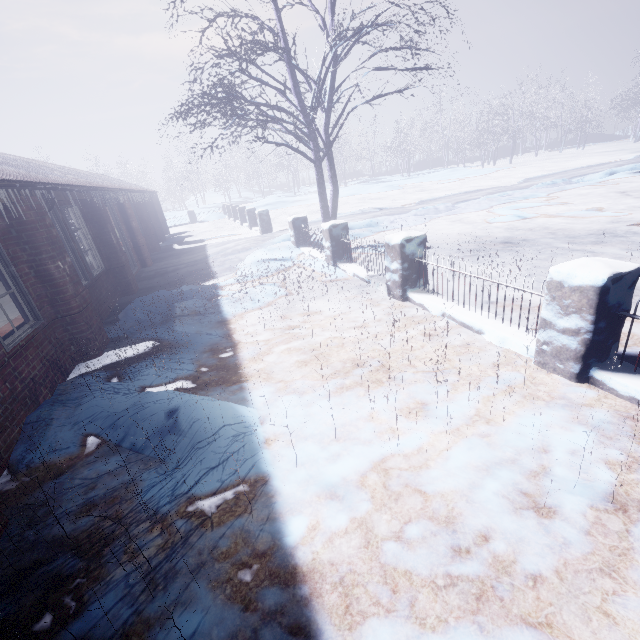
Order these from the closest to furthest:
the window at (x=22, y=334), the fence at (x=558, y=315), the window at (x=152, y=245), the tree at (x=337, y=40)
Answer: the fence at (x=558, y=315) → the window at (x=22, y=334) → the tree at (x=337, y=40) → the window at (x=152, y=245)

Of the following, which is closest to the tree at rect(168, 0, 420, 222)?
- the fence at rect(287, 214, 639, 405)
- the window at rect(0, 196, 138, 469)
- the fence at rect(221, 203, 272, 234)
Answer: the fence at rect(287, 214, 639, 405)

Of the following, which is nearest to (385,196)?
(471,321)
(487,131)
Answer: (487,131)

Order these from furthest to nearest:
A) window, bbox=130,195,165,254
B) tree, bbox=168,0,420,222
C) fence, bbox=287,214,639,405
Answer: window, bbox=130,195,165,254
tree, bbox=168,0,420,222
fence, bbox=287,214,639,405

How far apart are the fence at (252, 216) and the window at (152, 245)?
3.7 meters

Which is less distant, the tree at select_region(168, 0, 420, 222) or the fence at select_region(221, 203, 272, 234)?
the tree at select_region(168, 0, 420, 222)

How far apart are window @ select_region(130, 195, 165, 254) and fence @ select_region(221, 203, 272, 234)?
3.7 meters

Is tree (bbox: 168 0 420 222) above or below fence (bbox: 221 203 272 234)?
above
